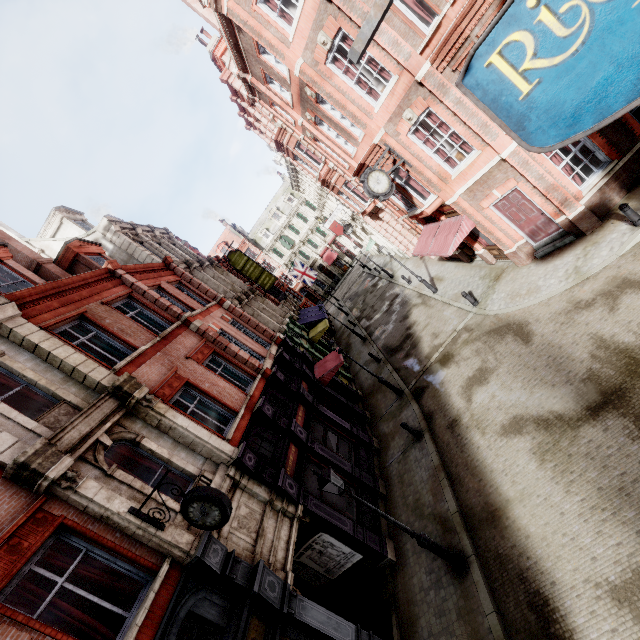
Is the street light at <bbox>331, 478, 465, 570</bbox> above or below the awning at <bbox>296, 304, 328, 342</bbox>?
below

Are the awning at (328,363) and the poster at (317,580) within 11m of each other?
yes

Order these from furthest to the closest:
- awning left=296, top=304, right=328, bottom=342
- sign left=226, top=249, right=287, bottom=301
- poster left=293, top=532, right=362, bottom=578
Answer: sign left=226, top=249, right=287, bottom=301 < awning left=296, top=304, right=328, bottom=342 < poster left=293, top=532, right=362, bottom=578

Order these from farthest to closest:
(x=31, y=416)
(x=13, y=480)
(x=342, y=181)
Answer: (x=342, y=181)
(x=31, y=416)
(x=13, y=480)

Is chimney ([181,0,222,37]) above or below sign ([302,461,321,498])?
above

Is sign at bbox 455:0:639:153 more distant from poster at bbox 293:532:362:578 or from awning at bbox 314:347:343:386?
awning at bbox 314:347:343:386

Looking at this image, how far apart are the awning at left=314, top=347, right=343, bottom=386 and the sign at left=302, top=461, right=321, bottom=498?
5.5m

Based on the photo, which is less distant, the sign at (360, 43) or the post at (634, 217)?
the sign at (360, 43)
